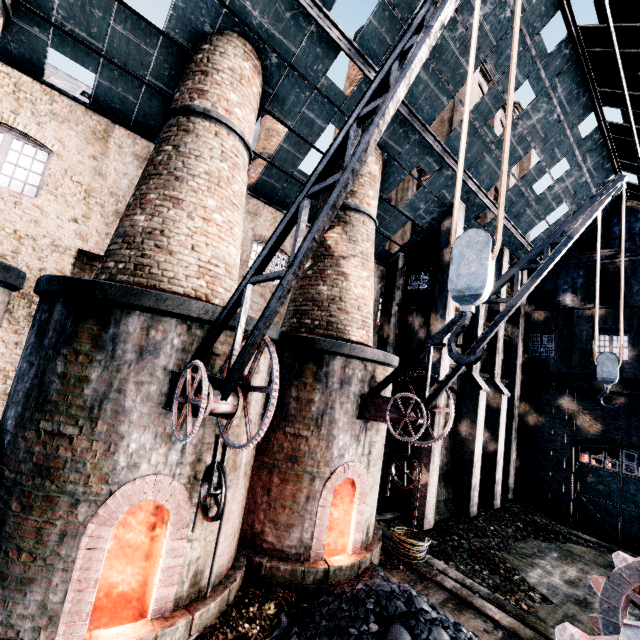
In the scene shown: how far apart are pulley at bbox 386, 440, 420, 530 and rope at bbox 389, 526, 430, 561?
3.8m

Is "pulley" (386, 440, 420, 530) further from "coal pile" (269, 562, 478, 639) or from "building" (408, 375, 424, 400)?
"building" (408, 375, 424, 400)

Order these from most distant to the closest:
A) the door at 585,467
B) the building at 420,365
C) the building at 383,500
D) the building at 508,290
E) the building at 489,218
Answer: the building at 508,290 < the door at 585,467 < the building at 420,365 < the building at 383,500 < the building at 489,218

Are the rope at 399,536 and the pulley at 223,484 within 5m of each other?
no

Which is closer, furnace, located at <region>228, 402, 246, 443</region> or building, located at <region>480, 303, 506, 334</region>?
furnace, located at <region>228, 402, 246, 443</region>

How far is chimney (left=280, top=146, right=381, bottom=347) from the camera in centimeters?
1192cm

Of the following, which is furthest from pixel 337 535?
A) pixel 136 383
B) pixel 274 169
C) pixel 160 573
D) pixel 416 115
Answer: pixel 416 115

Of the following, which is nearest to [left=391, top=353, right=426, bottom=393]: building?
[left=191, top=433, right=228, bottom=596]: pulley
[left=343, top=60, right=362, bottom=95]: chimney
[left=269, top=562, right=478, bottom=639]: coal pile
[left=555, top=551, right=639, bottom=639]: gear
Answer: [left=343, top=60, right=362, bottom=95]: chimney
